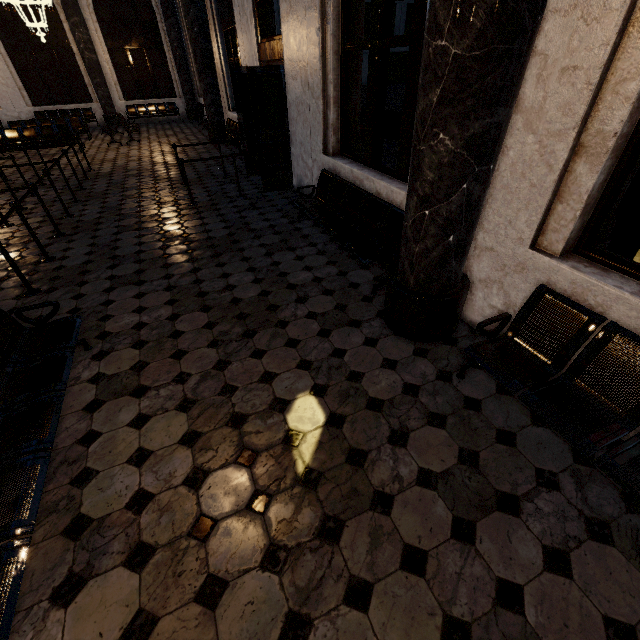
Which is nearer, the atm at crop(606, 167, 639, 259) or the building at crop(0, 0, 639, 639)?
the building at crop(0, 0, 639, 639)

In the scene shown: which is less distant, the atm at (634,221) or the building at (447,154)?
the building at (447,154)

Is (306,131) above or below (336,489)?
above
